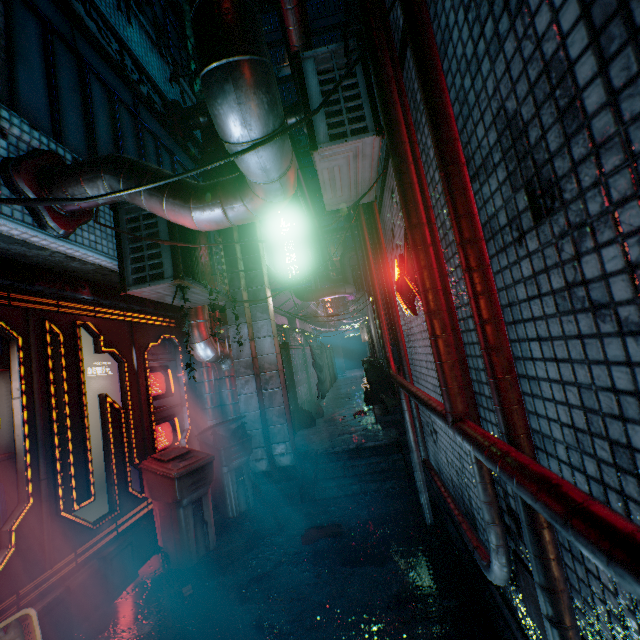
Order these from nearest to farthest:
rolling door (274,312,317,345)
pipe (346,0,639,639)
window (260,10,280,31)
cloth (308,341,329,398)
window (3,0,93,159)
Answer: pipe (346,0,639,639)
window (3,0,93,159)
cloth (308,341,329,398)
rolling door (274,312,317,345)
window (260,10,280,31)

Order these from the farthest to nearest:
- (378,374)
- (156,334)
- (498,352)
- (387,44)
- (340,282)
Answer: (340,282)
(378,374)
(156,334)
(387,44)
(498,352)

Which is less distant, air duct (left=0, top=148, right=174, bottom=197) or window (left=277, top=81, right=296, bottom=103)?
air duct (left=0, top=148, right=174, bottom=197)

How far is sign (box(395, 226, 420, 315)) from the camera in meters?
2.5

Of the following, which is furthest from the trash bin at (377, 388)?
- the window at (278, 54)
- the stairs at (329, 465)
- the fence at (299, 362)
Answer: the window at (278, 54)

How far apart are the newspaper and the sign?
2.3 meters

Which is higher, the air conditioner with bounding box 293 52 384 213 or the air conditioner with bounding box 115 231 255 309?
the air conditioner with bounding box 293 52 384 213

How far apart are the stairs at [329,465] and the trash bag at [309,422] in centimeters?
157cm
